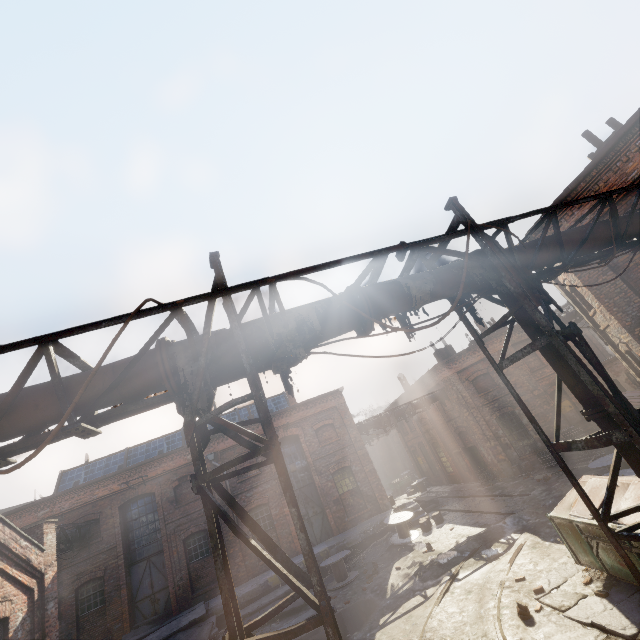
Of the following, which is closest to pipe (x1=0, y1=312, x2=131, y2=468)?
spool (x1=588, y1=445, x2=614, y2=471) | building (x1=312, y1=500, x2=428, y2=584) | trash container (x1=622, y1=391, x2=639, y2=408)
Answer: spool (x1=588, y1=445, x2=614, y2=471)

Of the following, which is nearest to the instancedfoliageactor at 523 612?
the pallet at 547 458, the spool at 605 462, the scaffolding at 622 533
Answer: the scaffolding at 622 533

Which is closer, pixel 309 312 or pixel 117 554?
pixel 309 312

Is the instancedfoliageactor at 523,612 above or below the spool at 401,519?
below

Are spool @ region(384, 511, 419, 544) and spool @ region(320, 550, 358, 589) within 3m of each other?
yes

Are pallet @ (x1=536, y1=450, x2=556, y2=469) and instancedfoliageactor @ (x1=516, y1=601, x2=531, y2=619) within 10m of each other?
no

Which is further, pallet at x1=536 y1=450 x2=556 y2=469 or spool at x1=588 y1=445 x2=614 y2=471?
pallet at x1=536 y1=450 x2=556 y2=469

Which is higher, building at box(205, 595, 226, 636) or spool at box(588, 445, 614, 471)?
building at box(205, 595, 226, 636)
